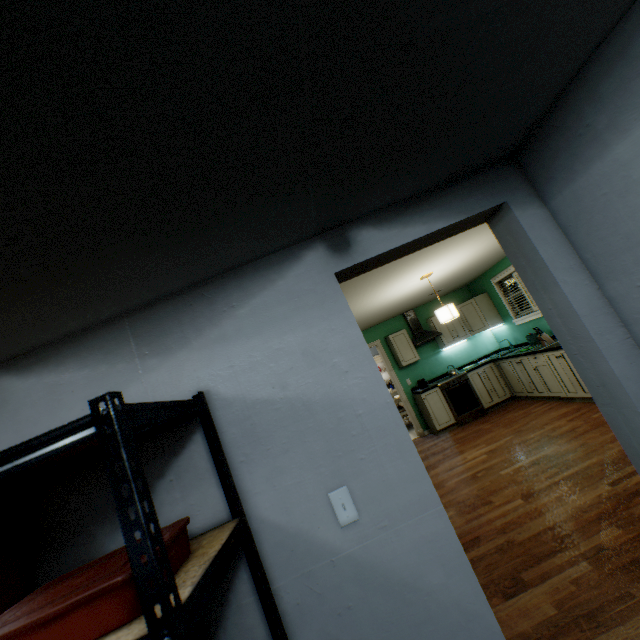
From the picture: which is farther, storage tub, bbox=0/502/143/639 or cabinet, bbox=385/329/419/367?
cabinet, bbox=385/329/419/367

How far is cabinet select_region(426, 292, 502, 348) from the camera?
6.5 meters

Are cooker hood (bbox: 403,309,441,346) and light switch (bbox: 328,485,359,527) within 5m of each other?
no

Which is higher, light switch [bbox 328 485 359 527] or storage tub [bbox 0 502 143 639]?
storage tub [bbox 0 502 143 639]

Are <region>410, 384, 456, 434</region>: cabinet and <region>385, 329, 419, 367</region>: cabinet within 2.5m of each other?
yes

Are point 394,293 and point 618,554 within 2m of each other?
no

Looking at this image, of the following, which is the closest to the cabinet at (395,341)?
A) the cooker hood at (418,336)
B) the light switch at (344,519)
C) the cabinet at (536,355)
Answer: the cooker hood at (418,336)

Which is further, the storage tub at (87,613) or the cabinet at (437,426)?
the cabinet at (437,426)
